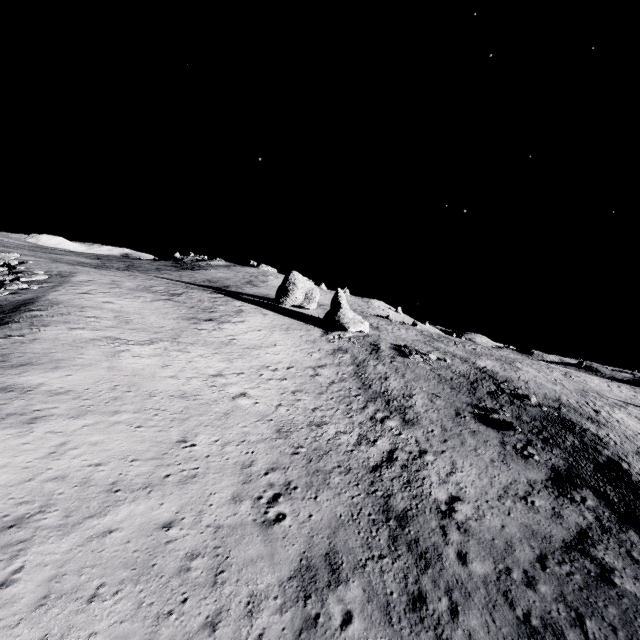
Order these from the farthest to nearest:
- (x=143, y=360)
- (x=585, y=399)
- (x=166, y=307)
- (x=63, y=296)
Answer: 1. (x=585, y=399)
2. (x=166, y=307)
3. (x=63, y=296)
4. (x=143, y=360)

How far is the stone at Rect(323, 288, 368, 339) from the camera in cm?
4488

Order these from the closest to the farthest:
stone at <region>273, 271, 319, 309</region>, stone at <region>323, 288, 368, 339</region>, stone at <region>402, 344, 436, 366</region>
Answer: stone at <region>402, 344, 436, 366</region>
stone at <region>323, 288, 368, 339</region>
stone at <region>273, 271, 319, 309</region>

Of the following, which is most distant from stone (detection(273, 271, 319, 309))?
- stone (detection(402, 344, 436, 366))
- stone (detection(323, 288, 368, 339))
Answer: stone (detection(402, 344, 436, 366))

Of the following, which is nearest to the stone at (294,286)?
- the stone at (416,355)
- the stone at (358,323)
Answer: the stone at (358,323)

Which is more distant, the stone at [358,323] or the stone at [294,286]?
the stone at [294,286]

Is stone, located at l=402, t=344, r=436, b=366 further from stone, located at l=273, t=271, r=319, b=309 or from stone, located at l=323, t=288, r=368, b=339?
stone, located at l=273, t=271, r=319, b=309
